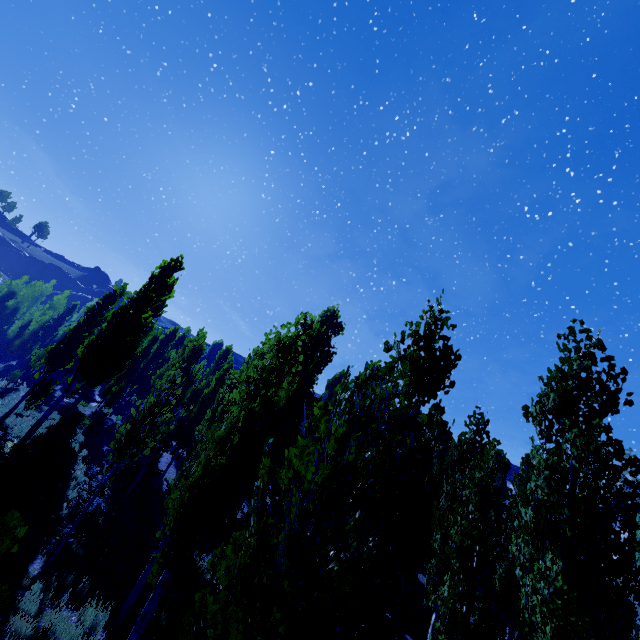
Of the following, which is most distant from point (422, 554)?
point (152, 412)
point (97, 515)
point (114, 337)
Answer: point (114, 337)
